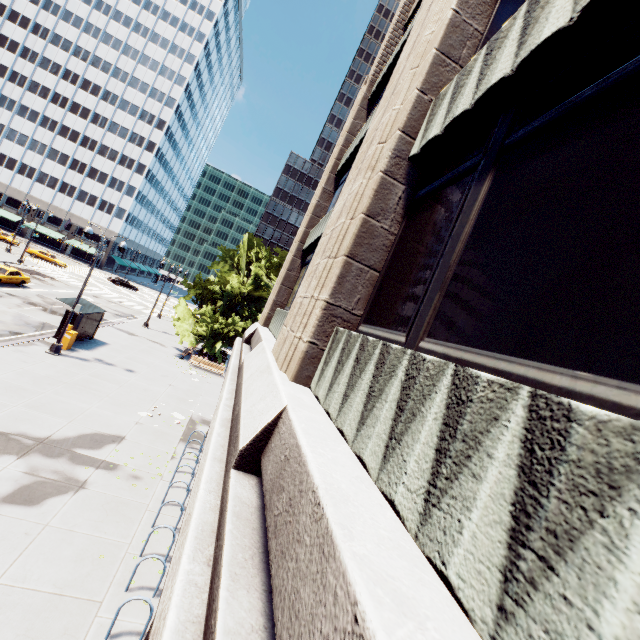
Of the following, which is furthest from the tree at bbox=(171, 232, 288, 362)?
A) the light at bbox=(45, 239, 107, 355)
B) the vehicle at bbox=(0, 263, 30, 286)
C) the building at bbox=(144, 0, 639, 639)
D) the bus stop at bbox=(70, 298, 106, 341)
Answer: the vehicle at bbox=(0, 263, 30, 286)

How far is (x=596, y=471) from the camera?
1.17m

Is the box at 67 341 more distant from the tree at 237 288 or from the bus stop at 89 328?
the tree at 237 288

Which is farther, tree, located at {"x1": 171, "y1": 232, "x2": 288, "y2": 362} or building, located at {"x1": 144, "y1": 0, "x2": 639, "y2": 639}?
tree, located at {"x1": 171, "y1": 232, "x2": 288, "y2": 362}

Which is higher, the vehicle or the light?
the vehicle

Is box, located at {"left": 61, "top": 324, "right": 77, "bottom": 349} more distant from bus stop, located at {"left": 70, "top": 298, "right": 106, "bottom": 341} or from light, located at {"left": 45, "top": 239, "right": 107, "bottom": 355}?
light, located at {"left": 45, "top": 239, "right": 107, "bottom": 355}

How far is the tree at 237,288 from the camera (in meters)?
28.39

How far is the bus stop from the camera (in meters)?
19.67
